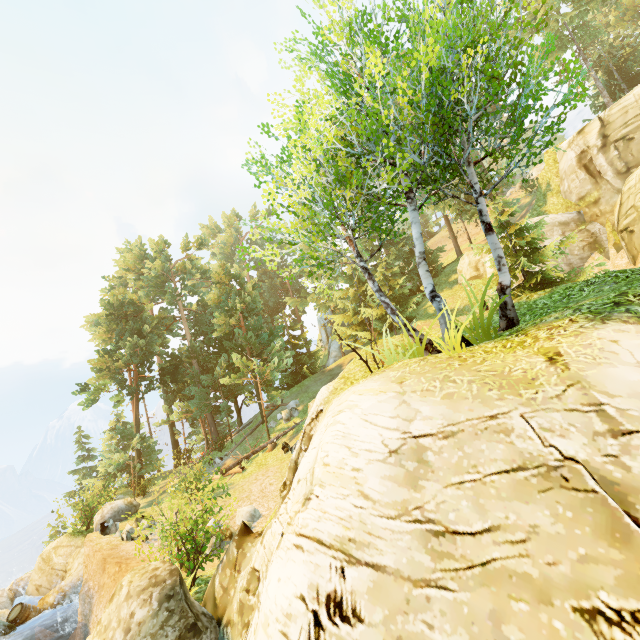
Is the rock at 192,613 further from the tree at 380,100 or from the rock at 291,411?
the rock at 291,411

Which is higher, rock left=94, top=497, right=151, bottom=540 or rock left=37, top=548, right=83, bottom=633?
rock left=94, top=497, right=151, bottom=540

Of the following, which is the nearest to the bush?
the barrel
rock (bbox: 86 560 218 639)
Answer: rock (bbox: 86 560 218 639)

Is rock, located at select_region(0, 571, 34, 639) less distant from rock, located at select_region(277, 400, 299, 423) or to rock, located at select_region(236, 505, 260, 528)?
rock, located at select_region(236, 505, 260, 528)

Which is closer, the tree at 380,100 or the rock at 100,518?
the tree at 380,100

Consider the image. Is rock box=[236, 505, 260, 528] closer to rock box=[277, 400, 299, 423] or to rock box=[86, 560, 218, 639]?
rock box=[86, 560, 218, 639]

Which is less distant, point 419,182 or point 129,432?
point 419,182

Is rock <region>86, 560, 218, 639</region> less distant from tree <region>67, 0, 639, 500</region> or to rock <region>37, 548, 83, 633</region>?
tree <region>67, 0, 639, 500</region>
